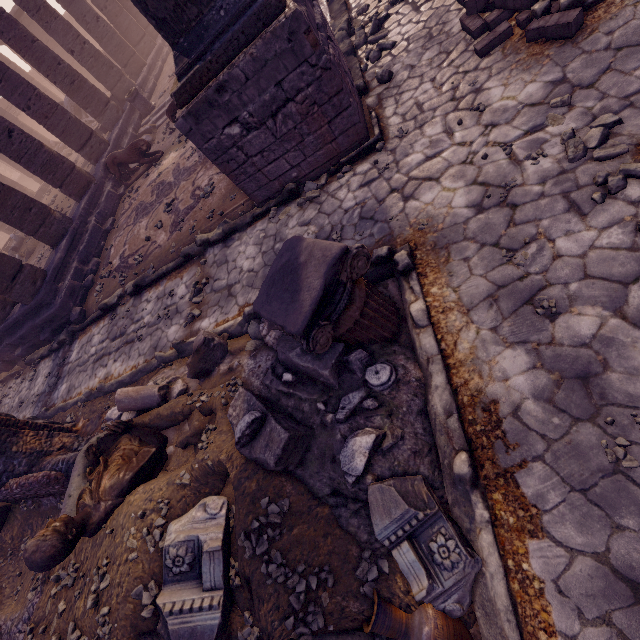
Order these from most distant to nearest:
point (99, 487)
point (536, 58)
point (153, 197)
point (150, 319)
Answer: point (153, 197)
point (150, 319)
point (536, 58)
point (99, 487)

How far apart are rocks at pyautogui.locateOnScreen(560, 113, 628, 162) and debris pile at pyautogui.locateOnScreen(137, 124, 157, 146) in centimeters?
1275cm

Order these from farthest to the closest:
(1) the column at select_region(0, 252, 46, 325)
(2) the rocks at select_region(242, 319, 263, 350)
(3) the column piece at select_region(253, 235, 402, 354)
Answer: (1) the column at select_region(0, 252, 46, 325) < (2) the rocks at select_region(242, 319, 263, 350) < (3) the column piece at select_region(253, 235, 402, 354)

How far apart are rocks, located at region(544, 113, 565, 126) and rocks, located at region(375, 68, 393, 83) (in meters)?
3.06

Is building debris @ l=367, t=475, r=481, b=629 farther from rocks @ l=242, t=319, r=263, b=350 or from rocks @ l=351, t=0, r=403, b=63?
rocks @ l=351, t=0, r=403, b=63

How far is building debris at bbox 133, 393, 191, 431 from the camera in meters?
4.3

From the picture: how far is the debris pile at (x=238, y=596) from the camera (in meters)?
2.98

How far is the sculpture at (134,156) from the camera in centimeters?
1059cm
